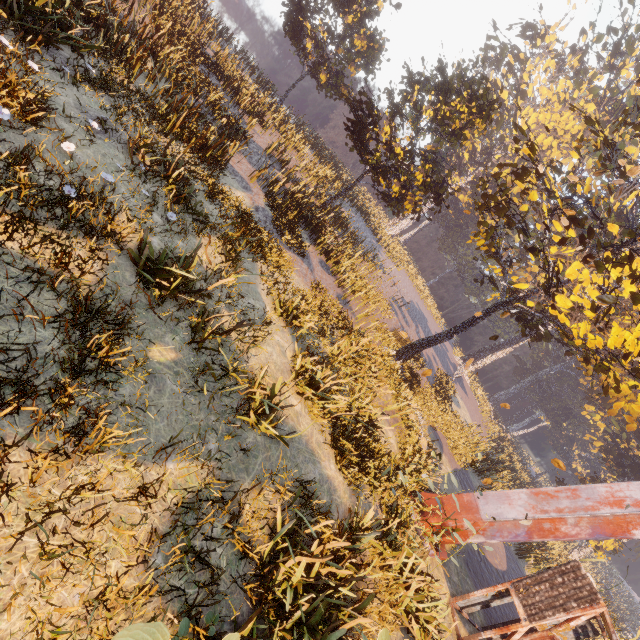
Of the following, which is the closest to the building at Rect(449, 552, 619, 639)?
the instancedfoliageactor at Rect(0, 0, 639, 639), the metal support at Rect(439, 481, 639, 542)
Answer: the instancedfoliageactor at Rect(0, 0, 639, 639)

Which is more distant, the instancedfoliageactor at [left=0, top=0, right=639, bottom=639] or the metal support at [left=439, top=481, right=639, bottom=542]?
the metal support at [left=439, top=481, right=639, bottom=542]

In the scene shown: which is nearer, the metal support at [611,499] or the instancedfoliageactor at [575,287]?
the instancedfoliageactor at [575,287]

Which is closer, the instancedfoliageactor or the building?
the instancedfoliageactor

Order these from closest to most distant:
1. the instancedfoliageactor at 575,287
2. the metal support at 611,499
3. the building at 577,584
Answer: the instancedfoliageactor at 575,287 < the building at 577,584 < the metal support at 611,499

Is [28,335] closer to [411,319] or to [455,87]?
[455,87]

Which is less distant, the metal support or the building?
the building

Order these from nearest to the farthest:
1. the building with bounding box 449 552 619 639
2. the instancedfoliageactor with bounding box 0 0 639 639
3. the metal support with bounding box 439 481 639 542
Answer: the instancedfoliageactor with bounding box 0 0 639 639 → the building with bounding box 449 552 619 639 → the metal support with bounding box 439 481 639 542
